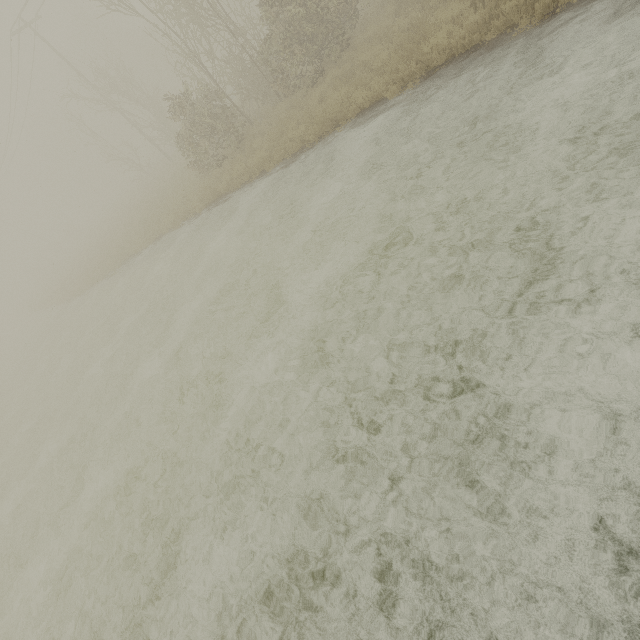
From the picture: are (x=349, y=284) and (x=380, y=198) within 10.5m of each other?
yes
